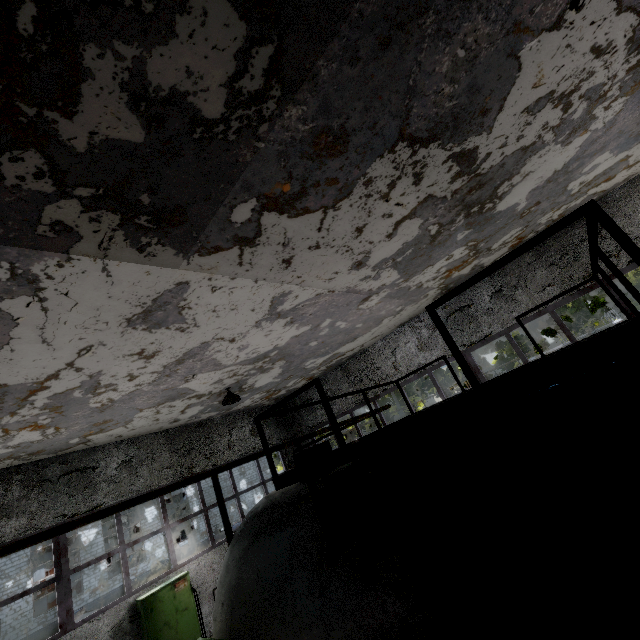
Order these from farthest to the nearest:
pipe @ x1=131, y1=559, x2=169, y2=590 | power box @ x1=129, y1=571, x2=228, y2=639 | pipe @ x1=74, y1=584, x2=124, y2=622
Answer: pipe @ x1=131, y1=559, x2=169, y2=590 → pipe @ x1=74, y1=584, x2=124, y2=622 → power box @ x1=129, y1=571, x2=228, y2=639

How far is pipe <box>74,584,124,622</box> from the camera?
20.7m

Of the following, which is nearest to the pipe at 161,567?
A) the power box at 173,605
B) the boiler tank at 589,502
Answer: the boiler tank at 589,502

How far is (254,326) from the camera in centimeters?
690cm

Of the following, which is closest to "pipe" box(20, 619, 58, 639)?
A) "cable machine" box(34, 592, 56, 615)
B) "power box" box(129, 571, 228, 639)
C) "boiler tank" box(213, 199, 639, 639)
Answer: "cable machine" box(34, 592, 56, 615)

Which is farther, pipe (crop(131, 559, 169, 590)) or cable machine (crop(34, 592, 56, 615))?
cable machine (crop(34, 592, 56, 615))

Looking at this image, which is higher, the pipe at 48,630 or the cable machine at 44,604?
the cable machine at 44,604
